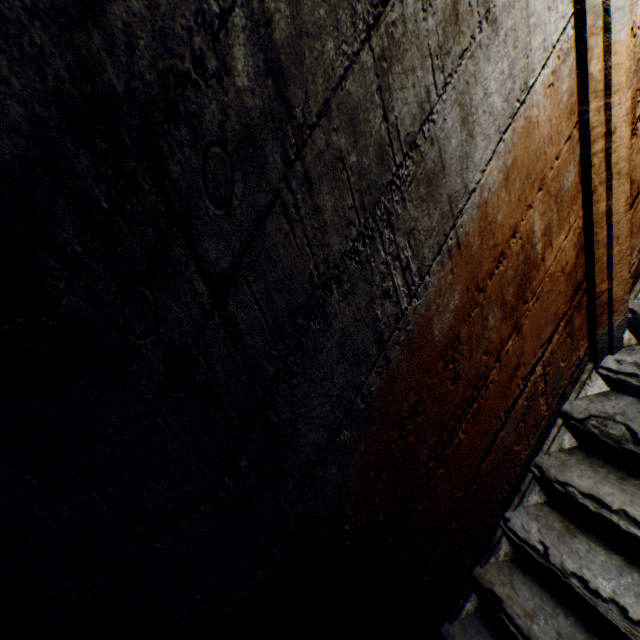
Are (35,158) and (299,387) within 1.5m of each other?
yes
